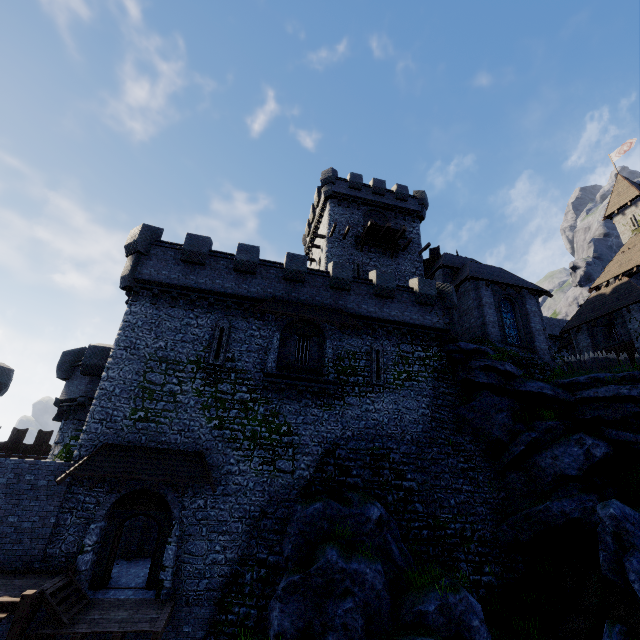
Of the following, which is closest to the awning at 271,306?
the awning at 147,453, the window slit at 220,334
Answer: the window slit at 220,334

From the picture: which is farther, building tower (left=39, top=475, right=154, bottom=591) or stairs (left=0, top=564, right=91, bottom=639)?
building tower (left=39, top=475, right=154, bottom=591)

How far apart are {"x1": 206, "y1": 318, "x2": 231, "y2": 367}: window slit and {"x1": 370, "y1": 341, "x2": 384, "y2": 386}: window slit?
8.3m

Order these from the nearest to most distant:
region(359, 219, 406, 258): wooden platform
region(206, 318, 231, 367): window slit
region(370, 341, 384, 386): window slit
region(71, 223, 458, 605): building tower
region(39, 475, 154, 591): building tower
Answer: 1. region(39, 475, 154, 591): building tower
2. region(71, 223, 458, 605): building tower
3. region(206, 318, 231, 367): window slit
4. region(370, 341, 384, 386): window slit
5. region(359, 219, 406, 258): wooden platform

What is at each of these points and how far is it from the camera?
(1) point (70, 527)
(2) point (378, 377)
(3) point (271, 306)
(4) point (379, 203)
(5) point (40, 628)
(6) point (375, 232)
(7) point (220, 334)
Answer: (1) building tower, 13.3 meters
(2) window slit, 19.1 meters
(3) awning, 18.4 meters
(4) building, 32.5 meters
(5) walkway, 10.1 meters
(6) wooden platform, 29.6 meters
(7) window slit, 17.9 meters

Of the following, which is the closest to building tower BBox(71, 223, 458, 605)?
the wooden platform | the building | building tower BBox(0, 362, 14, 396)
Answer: the building

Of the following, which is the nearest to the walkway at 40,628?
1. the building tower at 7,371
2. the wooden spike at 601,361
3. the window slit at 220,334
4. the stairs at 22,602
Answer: the stairs at 22,602

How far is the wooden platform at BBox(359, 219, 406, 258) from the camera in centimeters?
2850cm
